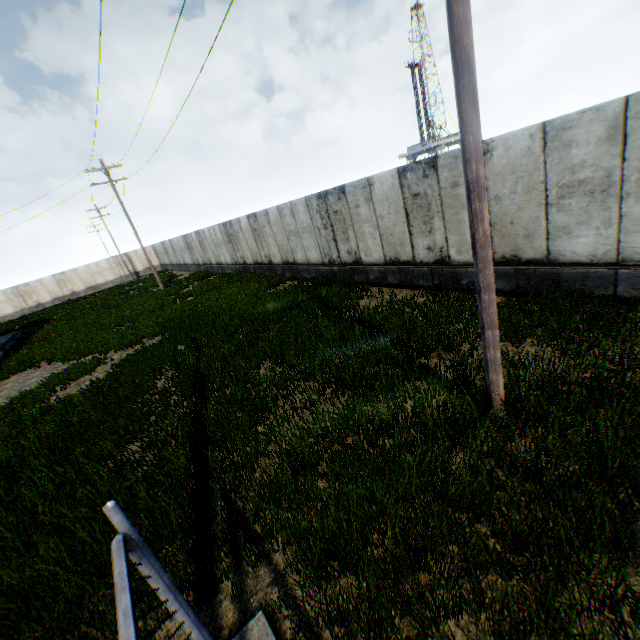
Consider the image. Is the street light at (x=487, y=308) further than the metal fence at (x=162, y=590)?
Yes

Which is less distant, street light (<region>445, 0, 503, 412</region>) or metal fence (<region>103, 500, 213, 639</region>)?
metal fence (<region>103, 500, 213, 639</region>)

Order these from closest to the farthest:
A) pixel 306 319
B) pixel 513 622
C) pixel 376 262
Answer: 1. pixel 513 622
2. pixel 306 319
3. pixel 376 262
